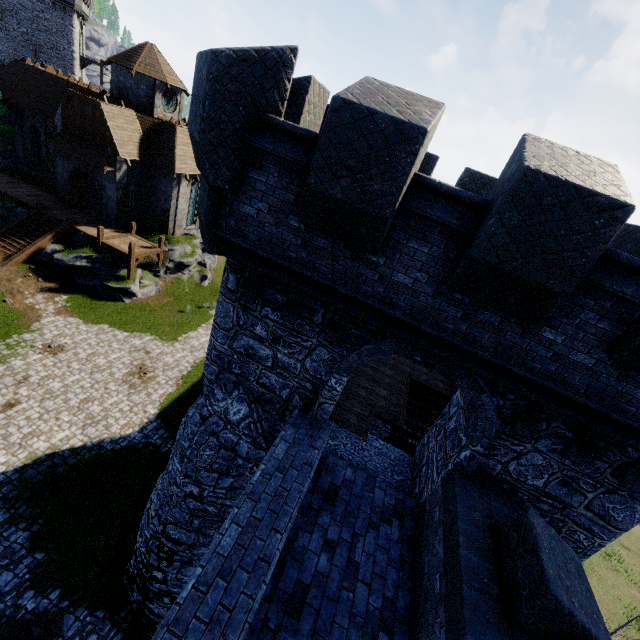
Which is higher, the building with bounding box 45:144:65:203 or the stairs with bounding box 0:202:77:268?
the building with bounding box 45:144:65:203

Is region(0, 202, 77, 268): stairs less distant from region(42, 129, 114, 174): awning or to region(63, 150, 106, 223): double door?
region(63, 150, 106, 223): double door

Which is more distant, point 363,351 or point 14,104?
point 14,104

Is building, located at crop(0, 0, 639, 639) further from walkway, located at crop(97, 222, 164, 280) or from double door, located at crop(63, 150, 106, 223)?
double door, located at crop(63, 150, 106, 223)

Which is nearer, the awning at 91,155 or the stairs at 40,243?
the stairs at 40,243

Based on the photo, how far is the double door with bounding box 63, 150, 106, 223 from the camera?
26.0 meters

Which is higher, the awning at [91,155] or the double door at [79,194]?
the awning at [91,155]

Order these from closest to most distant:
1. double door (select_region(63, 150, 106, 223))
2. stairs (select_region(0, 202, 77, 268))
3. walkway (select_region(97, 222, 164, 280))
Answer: stairs (select_region(0, 202, 77, 268)) < walkway (select_region(97, 222, 164, 280)) < double door (select_region(63, 150, 106, 223))
